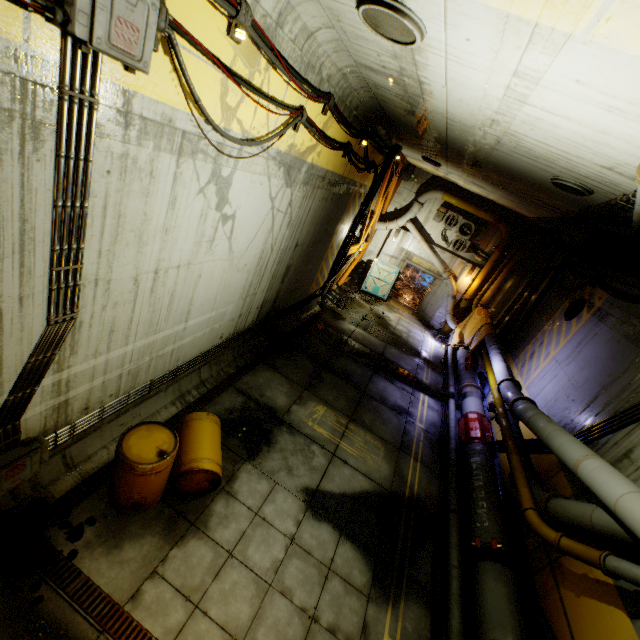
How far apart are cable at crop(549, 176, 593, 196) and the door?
11.4 meters

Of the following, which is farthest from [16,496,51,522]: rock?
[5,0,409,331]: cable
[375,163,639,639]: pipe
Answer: [375,163,639,639]: pipe

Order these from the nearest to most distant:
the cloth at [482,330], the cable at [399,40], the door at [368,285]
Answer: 1. the cable at [399,40]
2. the cloth at [482,330]
3. the door at [368,285]

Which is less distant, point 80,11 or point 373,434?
point 80,11

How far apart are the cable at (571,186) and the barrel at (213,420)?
8.3 meters

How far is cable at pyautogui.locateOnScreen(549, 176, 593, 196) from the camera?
6.3 meters

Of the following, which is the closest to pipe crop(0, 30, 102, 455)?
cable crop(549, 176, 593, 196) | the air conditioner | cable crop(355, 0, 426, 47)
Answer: cable crop(355, 0, 426, 47)

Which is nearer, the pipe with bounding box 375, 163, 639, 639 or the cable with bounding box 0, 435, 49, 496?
the cable with bounding box 0, 435, 49, 496
